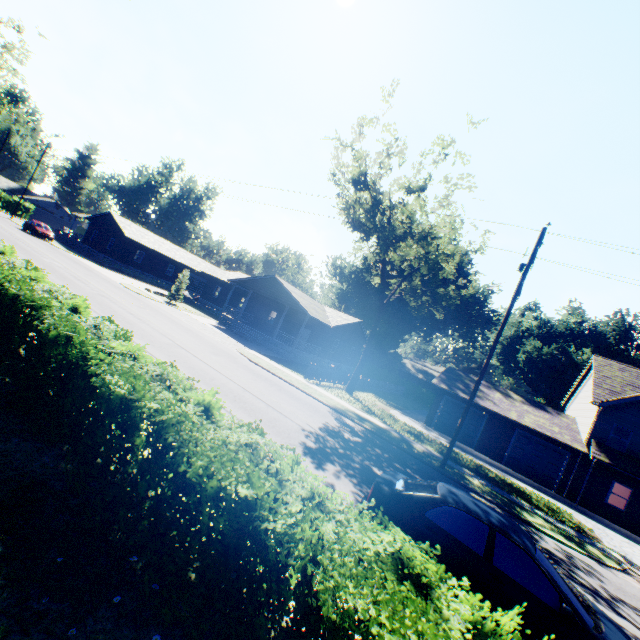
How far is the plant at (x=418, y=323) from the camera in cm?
5088

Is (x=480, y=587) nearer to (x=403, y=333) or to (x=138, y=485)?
(x=138, y=485)

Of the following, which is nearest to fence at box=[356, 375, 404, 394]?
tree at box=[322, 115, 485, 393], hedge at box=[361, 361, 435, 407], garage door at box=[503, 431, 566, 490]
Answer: hedge at box=[361, 361, 435, 407]

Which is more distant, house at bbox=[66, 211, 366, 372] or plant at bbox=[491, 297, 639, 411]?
plant at bbox=[491, 297, 639, 411]

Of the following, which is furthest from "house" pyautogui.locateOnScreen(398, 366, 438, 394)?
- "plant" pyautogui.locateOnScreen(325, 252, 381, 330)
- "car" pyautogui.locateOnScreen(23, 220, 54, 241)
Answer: "car" pyautogui.locateOnScreen(23, 220, 54, 241)

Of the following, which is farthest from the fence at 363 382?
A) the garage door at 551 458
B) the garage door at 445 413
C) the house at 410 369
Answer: the garage door at 551 458

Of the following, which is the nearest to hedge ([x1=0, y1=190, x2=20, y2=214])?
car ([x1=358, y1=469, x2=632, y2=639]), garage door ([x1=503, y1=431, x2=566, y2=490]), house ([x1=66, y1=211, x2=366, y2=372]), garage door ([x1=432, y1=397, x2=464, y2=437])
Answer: house ([x1=66, y1=211, x2=366, y2=372])

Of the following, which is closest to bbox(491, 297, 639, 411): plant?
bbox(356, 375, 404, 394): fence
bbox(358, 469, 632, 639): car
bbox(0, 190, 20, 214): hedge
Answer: bbox(356, 375, 404, 394): fence
